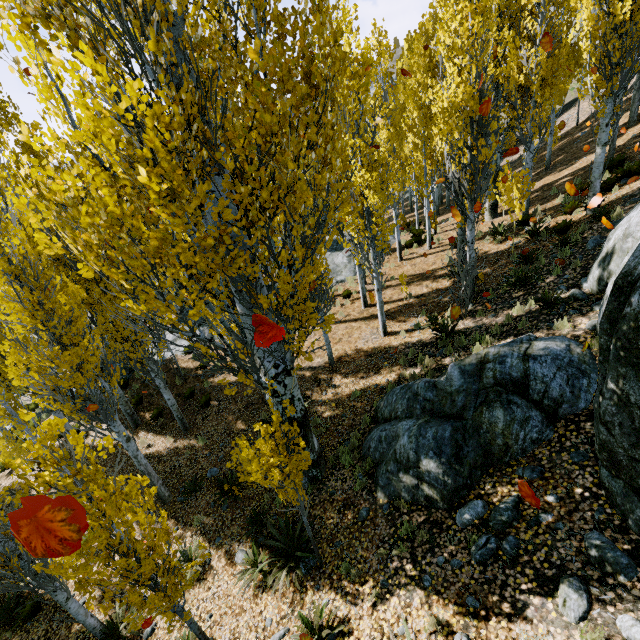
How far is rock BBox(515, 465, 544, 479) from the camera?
5.1m

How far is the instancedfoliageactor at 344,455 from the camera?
7.8 meters

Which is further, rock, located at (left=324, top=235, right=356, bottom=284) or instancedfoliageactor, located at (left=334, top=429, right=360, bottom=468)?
rock, located at (left=324, top=235, right=356, bottom=284)

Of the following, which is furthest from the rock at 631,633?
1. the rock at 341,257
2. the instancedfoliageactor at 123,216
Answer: the rock at 341,257

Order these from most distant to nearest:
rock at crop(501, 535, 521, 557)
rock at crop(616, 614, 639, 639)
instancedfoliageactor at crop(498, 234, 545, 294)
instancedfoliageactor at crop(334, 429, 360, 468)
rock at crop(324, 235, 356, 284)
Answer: rock at crop(324, 235, 356, 284) → instancedfoliageactor at crop(498, 234, 545, 294) → instancedfoliageactor at crop(334, 429, 360, 468) → rock at crop(501, 535, 521, 557) → rock at crop(616, 614, 639, 639)

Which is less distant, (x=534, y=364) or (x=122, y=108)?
(x=122, y=108)

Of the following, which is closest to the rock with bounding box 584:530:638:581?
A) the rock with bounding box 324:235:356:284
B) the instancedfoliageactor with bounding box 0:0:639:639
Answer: the instancedfoliageactor with bounding box 0:0:639:639

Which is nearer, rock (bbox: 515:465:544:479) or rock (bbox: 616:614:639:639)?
rock (bbox: 616:614:639:639)
